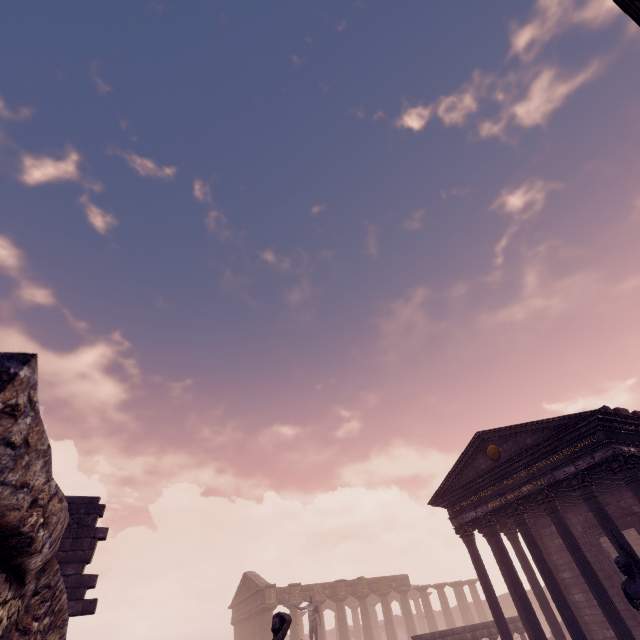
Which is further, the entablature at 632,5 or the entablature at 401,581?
the entablature at 401,581

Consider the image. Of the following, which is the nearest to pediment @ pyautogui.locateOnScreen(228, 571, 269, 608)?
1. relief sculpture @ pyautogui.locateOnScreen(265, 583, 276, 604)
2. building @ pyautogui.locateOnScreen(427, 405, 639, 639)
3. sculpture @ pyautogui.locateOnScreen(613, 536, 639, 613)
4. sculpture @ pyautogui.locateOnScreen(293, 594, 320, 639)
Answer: relief sculpture @ pyautogui.locateOnScreen(265, 583, 276, 604)

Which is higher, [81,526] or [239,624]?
[81,526]

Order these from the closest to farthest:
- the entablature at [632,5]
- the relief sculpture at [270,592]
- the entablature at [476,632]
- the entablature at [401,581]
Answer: the entablature at [632,5]
the entablature at [476,632]
the relief sculpture at [270,592]
the entablature at [401,581]

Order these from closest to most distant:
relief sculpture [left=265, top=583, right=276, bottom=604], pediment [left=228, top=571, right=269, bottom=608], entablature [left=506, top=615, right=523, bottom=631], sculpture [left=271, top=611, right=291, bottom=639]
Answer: sculpture [left=271, top=611, right=291, bottom=639] → entablature [left=506, top=615, right=523, bottom=631] → relief sculpture [left=265, top=583, right=276, bottom=604] → pediment [left=228, top=571, right=269, bottom=608]

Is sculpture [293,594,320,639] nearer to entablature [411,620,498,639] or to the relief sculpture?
entablature [411,620,498,639]

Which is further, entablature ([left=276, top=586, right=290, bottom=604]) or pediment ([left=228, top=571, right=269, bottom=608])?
pediment ([left=228, top=571, right=269, bottom=608])
